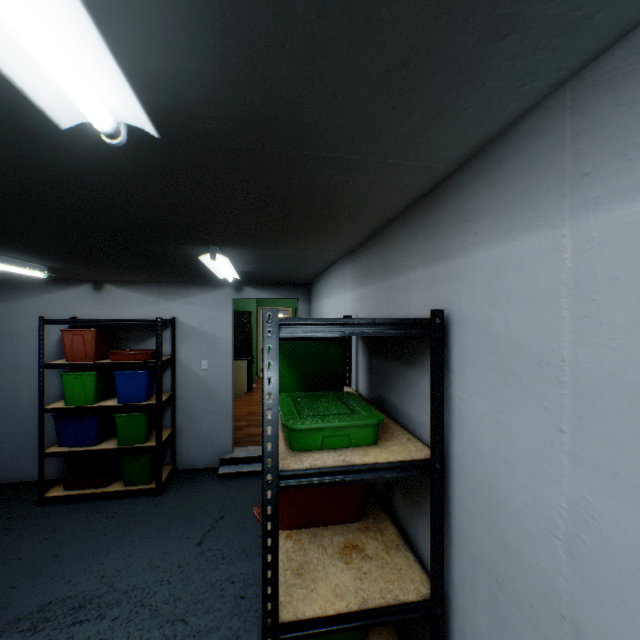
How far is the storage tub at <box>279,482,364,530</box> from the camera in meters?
1.4

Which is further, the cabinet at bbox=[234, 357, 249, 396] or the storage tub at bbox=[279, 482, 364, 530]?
the cabinet at bbox=[234, 357, 249, 396]

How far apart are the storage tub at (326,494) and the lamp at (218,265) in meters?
1.2

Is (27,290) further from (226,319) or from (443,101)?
(443,101)

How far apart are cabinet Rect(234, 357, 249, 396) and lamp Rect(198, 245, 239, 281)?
4.49m

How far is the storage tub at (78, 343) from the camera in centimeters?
348cm

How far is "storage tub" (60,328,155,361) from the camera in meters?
3.5

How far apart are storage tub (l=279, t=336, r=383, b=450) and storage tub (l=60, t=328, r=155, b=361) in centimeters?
302cm
